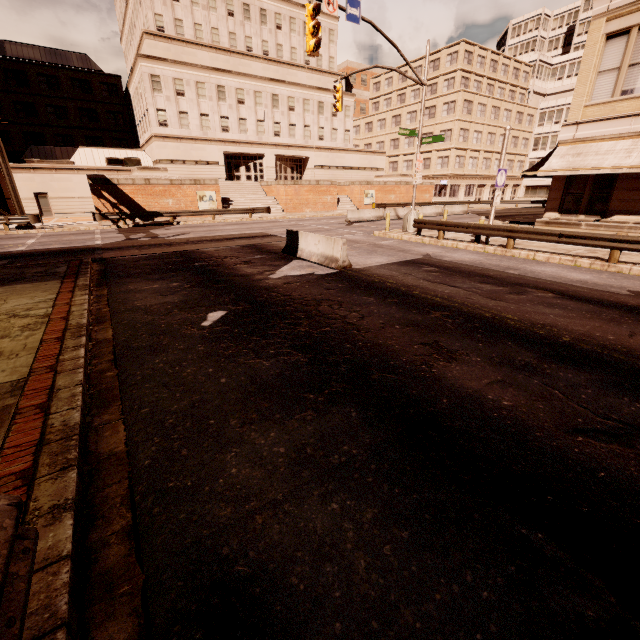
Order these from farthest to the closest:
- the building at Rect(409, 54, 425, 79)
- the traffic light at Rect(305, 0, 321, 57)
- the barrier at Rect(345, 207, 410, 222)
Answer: the building at Rect(409, 54, 425, 79)
the barrier at Rect(345, 207, 410, 222)
the traffic light at Rect(305, 0, 321, 57)

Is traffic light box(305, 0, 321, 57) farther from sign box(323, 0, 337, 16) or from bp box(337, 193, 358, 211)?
bp box(337, 193, 358, 211)

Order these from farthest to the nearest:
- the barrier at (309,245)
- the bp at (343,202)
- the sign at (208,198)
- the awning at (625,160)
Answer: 1. the bp at (343,202)
2. the sign at (208,198)
3. the awning at (625,160)
4. the barrier at (309,245)

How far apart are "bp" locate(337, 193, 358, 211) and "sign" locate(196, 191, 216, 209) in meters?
14.4 m

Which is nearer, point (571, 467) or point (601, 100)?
point (571, 467)

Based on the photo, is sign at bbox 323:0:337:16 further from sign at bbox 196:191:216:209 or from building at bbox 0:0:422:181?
building at bbox 0:0:422:181

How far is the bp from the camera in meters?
39.7 m

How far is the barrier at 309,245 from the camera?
10.9 meters
